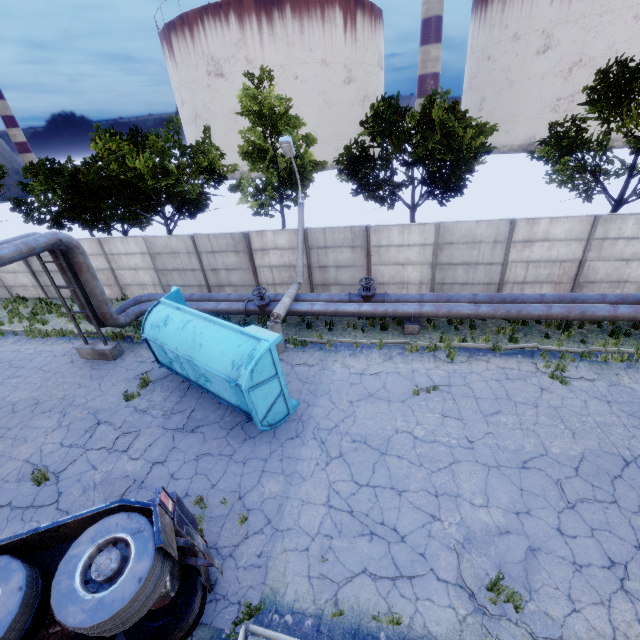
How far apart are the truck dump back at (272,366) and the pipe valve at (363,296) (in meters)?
5.15

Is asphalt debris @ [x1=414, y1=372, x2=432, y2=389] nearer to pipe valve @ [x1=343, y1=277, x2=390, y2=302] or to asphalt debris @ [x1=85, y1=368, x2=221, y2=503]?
pipe valve @ [x1=343, y1=277, x2=390, y2=302]

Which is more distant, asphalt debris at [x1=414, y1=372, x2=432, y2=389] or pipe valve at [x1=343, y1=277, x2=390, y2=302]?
pipe valve at [x1=343, y1=277, x2=390, y2=302]

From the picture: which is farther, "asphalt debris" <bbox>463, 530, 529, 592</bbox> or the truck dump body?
the truck dump body

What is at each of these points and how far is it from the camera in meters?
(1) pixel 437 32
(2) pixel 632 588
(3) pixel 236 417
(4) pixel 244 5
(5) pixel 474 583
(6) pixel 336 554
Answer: (1) chimney, 54.2
(2) asphalt debris, 5.6
(3) asphalt debris, 10.0
(4) storage tank, 59.6
(5) asphalt debris, 5.9
(6) asphalt debris, 6.5

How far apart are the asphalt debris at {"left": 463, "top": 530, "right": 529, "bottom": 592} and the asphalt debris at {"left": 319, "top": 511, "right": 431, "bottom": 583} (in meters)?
0.53

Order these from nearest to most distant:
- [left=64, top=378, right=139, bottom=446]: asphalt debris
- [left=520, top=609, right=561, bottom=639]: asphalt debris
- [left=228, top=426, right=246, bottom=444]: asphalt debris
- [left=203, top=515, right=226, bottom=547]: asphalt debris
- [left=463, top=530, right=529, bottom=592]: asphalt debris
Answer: [left=520, top=609, right=561, bottom=639]: asphalt debris → [left=463, top=530, right=529, bottom=592]: asphalt debris → [left=203, top=515, right=226, bottom=547]: asphalt debris → [left=228, top=426, right=246, bottom=444]: asphalt debris → [left=64, top=378, right=139, bottom=446]: asphalt debris

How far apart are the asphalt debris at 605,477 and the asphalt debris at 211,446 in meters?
8.4 m
